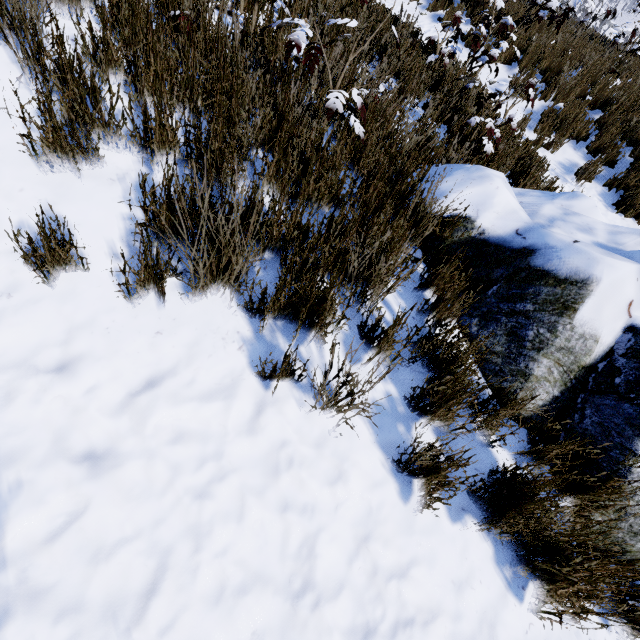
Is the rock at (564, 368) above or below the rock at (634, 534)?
above

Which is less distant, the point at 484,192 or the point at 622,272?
the point at 622,272

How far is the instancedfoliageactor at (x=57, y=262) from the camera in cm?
142

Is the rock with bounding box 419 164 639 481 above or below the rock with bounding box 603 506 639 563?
above

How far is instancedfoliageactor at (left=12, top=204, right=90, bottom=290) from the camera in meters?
1.4

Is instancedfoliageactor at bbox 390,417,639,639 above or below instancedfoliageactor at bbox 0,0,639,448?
below

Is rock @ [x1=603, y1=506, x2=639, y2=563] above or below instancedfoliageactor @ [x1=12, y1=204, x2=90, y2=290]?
below
